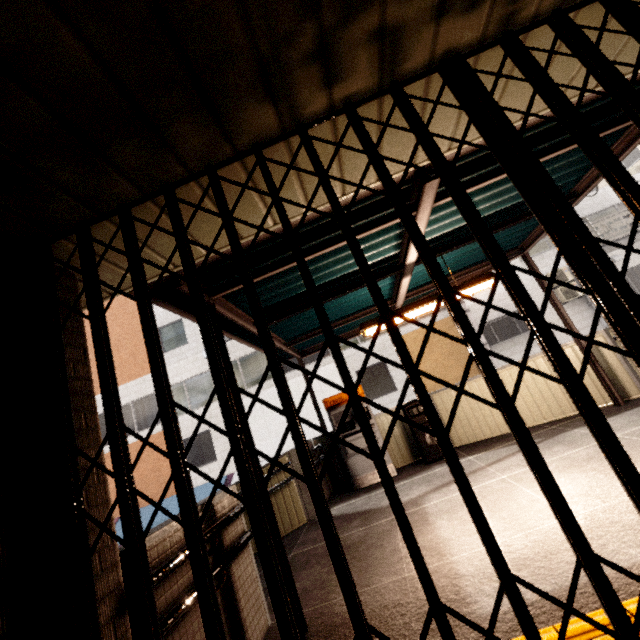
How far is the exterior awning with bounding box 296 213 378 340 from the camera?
3.24m

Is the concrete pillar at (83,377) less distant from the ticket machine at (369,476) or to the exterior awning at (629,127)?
the exterior awning at (629,127)

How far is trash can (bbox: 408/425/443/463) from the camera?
6.3 meters

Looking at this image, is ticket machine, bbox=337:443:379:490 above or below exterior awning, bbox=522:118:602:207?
below

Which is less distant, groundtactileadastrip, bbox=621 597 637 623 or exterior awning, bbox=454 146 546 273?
groundtactileadastrip, bbox=621 597 637 623

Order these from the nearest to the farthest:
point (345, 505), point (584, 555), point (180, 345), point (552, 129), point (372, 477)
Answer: point (584, 555) < point (552, 129) < point (345, 505) < point (372, 477) < point (180, 345)

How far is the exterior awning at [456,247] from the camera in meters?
3.0

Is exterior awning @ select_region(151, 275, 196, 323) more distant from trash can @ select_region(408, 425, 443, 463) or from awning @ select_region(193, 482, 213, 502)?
awning @ select_region(193, 482, 213, 502)
